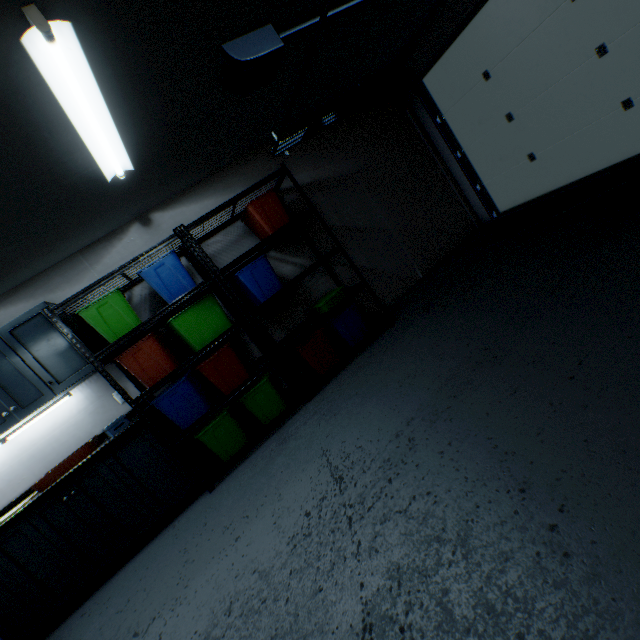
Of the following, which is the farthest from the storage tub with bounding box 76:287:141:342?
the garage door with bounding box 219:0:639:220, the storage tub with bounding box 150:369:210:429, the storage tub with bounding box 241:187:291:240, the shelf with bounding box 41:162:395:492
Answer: the garage door with bounding box 219:0:639:220

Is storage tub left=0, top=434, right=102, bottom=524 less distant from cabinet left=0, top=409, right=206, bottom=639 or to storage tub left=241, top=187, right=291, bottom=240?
cabinet left=0, top=409, right=206, bottom=639

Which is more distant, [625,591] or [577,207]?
[577,207]

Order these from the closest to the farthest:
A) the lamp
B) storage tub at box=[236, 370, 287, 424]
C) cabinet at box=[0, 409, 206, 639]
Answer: the lamp, cabinet at box=[0, 409, 206, 639], storage tub at box=[236, 370, 287, 424]

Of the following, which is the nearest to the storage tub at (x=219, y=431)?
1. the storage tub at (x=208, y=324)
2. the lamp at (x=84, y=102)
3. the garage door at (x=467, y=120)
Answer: the storage tub at (x=208, y=324)

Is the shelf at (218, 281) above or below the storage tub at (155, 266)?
below

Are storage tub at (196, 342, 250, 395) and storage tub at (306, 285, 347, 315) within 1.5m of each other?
yes

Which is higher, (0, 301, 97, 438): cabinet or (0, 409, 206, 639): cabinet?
(0, 301, 97, 438): cabinet
